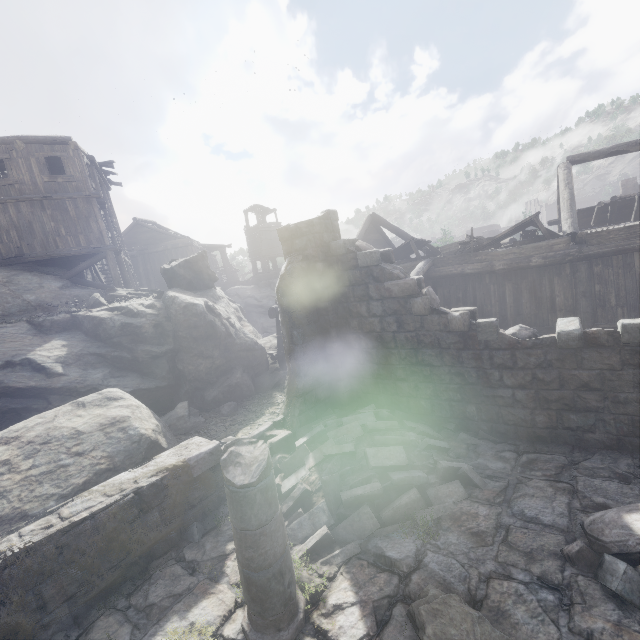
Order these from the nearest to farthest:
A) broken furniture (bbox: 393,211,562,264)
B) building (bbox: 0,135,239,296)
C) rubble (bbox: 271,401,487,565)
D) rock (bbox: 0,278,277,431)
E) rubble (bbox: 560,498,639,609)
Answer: rubble (bbox: 560,498,639,609) → rubble (bbox: 271,401,487,565) → rock (bbox: 0,278,277,431) → broken furniture (bbox: 393,211,562,264) → building (bbox: 0,135,239,296)

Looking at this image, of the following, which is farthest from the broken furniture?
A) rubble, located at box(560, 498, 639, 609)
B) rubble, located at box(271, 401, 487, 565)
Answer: rubble, located at box(560, 498, 639, 609)

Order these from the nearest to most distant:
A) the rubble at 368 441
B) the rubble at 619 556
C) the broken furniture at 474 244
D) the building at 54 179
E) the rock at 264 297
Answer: the rubble at 619 556
the rubble at 368 441
the rock at 264 297
the broken furniture at 474 244
the building at 54 179

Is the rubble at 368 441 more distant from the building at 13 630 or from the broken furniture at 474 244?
the broken furniture at 474 244

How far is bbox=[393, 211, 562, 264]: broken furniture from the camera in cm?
1154

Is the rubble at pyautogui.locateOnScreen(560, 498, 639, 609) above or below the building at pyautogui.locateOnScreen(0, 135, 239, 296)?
below

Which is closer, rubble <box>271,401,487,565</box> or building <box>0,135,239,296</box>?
rubble <box>271,401,487,565</box>

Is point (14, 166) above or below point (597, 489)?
above
